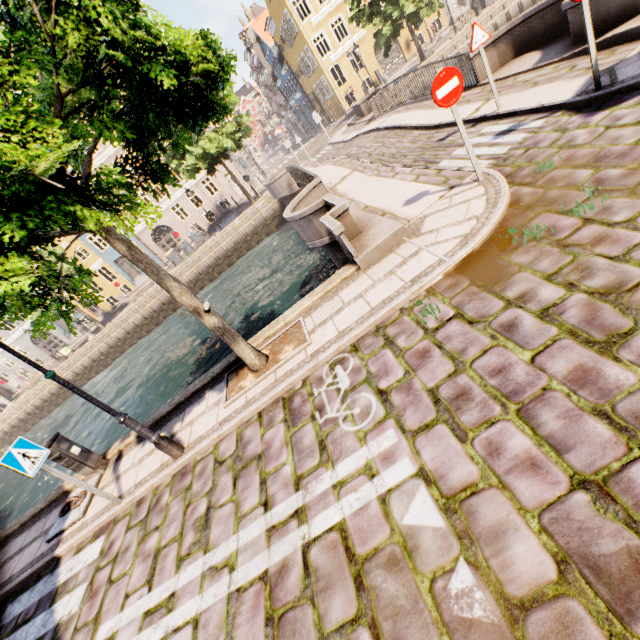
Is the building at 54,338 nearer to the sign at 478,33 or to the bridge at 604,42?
the bridge at 604,42

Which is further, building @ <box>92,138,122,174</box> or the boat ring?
building @ <box>92,138,122,174</box>

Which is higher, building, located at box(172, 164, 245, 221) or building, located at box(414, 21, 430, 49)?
building, located at box(172, 164, 245, 221)

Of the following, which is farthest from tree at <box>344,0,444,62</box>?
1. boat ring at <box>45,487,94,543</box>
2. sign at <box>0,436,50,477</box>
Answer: boat ring at <box>45,487,94,543</box>

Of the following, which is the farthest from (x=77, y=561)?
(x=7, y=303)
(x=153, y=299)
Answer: (x=153, y=299)

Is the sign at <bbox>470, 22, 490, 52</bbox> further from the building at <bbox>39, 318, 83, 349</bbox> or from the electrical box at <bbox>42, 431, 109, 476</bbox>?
the building at <bbox>39, 318, 83, 349</bbox>

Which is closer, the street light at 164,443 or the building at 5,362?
the street light at 164,443

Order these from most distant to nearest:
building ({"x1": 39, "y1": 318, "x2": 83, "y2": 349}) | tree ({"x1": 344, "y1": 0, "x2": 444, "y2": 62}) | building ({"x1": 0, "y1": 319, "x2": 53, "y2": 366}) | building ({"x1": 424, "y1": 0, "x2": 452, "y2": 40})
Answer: building ({"x1": 39, "y1": 318, "x2": 83, "y2": 349}), building ({"x1": 0, "y1": 319, "x2": 53, "y2": 366}), building ({"x1": 424, "y1": 0, "x2": 452, "y2": 40}), tree ({"x1": 344, "y1": 0, "x2": 444, "y2": 62})
